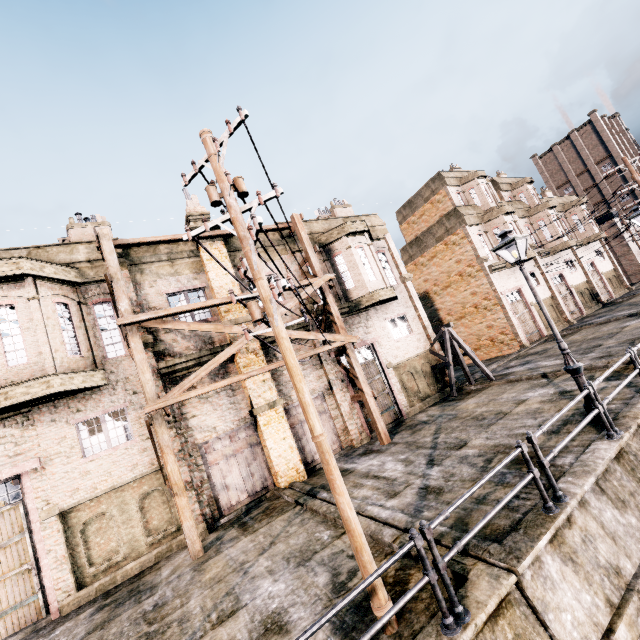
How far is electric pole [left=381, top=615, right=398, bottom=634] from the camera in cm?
477

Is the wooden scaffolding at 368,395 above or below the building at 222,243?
below

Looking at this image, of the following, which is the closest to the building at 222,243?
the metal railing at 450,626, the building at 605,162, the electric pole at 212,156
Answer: the electric pole at 212,156

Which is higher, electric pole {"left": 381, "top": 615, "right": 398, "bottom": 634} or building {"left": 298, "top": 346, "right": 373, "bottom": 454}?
building {"left": 298, "top": 346, "right": 373, "bottom": 454}

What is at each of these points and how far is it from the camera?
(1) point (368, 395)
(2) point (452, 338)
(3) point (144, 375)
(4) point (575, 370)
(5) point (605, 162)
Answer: (1) wooden scaffolding, 14.6 meters
(2) wooden support structure, 19.2 meters
(3) wooden scaffolding, 11.0 meters
(4) street light, 8.8 meters
(5) building, 58.3 meters

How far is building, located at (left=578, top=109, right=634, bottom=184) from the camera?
56.61m

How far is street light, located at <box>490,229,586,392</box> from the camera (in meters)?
8.85

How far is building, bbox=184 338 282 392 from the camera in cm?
1395
